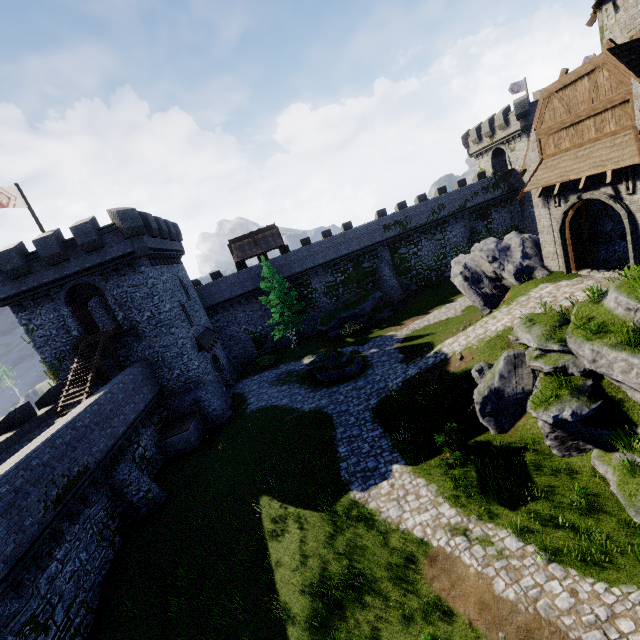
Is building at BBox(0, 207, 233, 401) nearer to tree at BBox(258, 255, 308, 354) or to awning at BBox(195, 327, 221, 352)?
awning at BBox(195, 327, 221, 352)

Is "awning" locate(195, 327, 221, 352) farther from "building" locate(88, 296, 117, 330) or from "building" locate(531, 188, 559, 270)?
"building" locate(531, 188, 559, 270)

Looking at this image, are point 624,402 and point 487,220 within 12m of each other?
no

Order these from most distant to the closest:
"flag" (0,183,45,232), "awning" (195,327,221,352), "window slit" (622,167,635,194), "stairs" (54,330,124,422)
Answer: "awning" (195,327,221,352) → "flag" (0,183,45,232) → "stairs" (54,330,124,422) → "window slit" (622,167,635,194)

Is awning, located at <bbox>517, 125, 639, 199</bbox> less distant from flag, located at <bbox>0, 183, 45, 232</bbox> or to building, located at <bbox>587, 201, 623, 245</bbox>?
building, located at <bbox>587, 201, 623, 245</bbox>

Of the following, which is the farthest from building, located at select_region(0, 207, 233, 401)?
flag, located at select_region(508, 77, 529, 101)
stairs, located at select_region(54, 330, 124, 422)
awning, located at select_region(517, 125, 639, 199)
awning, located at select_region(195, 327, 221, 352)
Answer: flag, located at select_region(508, 77, 529, 101)

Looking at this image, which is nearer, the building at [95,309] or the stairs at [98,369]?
the stairs at [98,369]

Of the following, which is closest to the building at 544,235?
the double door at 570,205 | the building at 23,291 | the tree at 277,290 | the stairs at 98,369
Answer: the double door at 570,205
